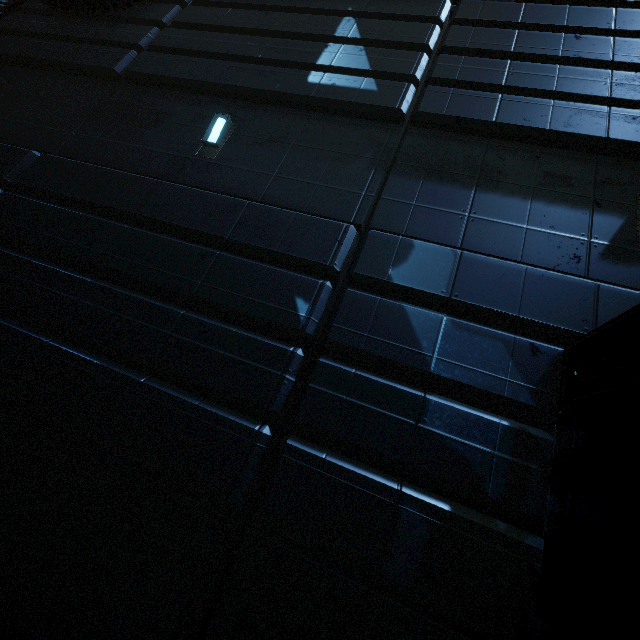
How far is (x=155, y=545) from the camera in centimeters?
318cm
